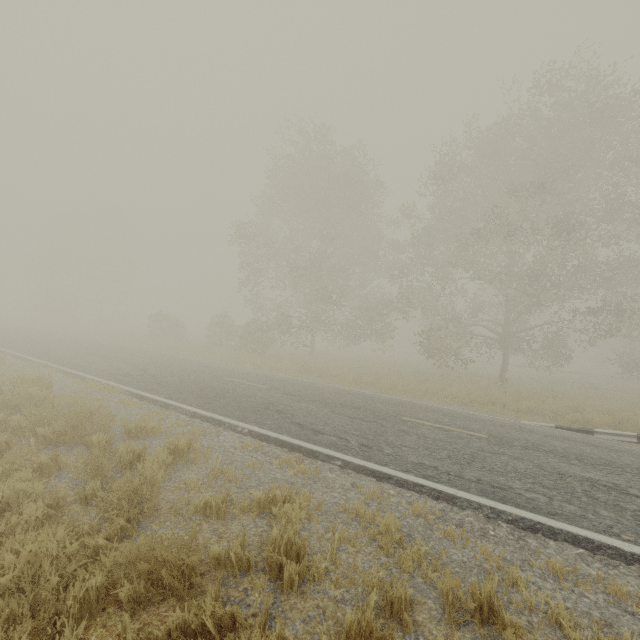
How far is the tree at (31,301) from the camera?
45.25m

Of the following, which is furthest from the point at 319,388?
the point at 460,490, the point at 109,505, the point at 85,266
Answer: the point at 85,266

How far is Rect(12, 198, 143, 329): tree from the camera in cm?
4525
